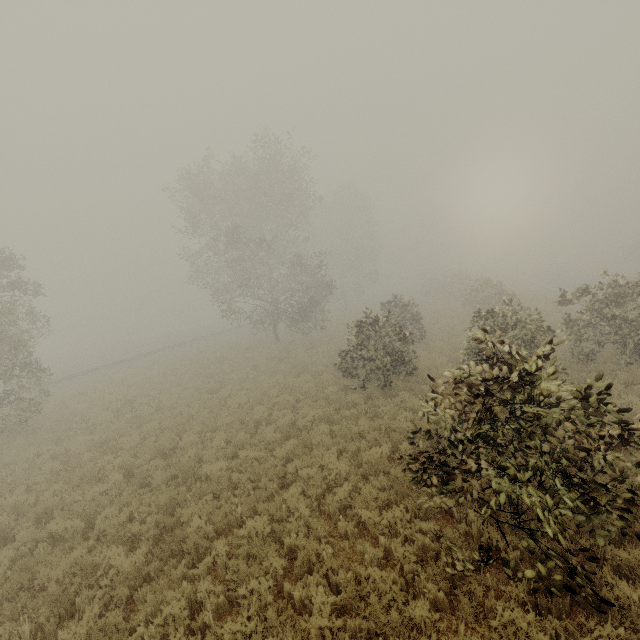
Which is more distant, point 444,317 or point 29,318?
point 444,317

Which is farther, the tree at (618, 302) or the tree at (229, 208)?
the tree at (229, 208)

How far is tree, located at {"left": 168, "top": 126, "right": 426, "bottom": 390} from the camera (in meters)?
14.78

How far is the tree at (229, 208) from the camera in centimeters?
1478cm

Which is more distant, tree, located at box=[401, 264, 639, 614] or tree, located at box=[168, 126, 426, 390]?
tree, located at box=[168, 126, 426, 390]
